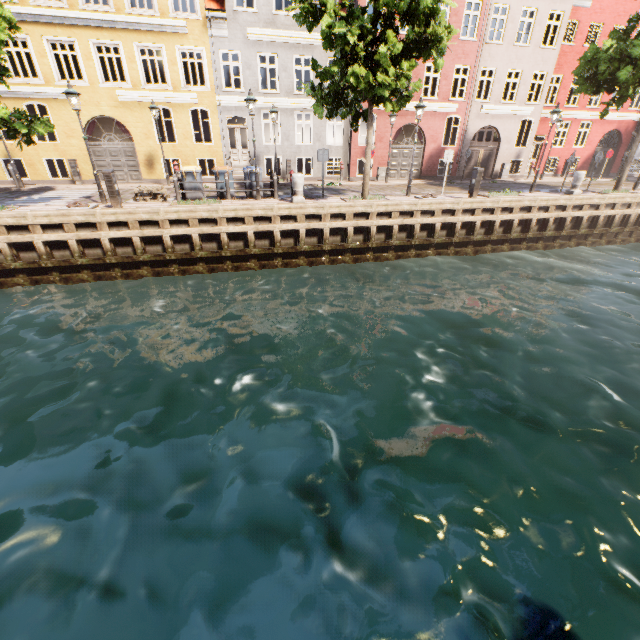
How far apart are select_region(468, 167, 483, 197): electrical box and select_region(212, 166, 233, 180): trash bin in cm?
1043

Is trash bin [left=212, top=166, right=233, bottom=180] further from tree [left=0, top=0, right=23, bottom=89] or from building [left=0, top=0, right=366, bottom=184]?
building [left=0, top=0, right=366, bottom=184]

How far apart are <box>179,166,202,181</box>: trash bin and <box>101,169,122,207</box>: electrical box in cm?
252

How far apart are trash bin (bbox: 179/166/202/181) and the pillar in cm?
381

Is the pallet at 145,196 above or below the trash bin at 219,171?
below

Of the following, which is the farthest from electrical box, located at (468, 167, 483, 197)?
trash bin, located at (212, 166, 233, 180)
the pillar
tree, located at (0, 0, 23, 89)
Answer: trash bin, located at (212, 166, 233, 180)

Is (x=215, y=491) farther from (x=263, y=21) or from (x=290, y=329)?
(x=263, y=21)

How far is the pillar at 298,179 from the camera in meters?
12.6 m
